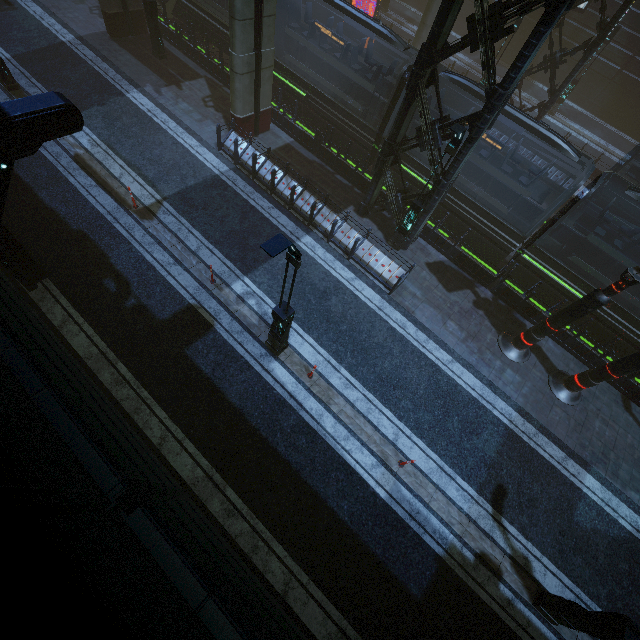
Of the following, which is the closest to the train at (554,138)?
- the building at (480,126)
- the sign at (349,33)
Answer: the building at (480,126)

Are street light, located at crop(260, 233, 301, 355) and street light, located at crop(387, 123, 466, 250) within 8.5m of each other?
yes

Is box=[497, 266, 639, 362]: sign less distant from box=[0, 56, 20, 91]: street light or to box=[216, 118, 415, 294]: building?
box=[216, 118, 415, 294]: building

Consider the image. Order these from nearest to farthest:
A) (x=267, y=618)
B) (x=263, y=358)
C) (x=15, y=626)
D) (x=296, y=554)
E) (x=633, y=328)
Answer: (x=15, y=626) < (x=267, y=618) < (x=296, y=554) < (x=263, y=358) < (x=633, y=328)

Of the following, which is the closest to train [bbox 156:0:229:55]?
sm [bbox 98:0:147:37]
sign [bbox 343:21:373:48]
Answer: sm [bbox 98:0:147:37]

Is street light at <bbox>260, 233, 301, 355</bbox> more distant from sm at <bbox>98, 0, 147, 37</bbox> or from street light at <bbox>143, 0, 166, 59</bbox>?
street light at <bbox>143, 0, 166, 59</bbox>

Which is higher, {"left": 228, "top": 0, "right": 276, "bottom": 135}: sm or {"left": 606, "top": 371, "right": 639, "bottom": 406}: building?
{"left": 228, "top": 0, "right": 276, "bottom": 135}: sm

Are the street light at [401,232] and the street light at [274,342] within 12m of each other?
yes
